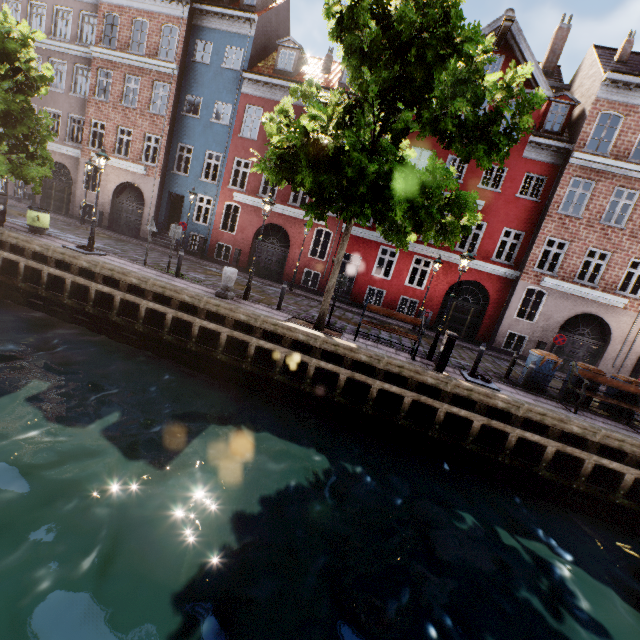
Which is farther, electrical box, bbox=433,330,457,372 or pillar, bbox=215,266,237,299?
pillar, bbox=215,266,237,299

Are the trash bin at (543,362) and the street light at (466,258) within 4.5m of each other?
yes

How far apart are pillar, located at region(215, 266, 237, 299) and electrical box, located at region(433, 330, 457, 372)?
7.2m

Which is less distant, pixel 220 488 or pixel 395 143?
pixel 220 488

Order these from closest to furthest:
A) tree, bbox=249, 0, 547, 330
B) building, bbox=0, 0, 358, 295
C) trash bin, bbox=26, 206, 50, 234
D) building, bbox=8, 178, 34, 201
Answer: tree, bbox=249, 0, 547, 330 < trash bin, bbox=26, 206, 50, 234 < building, bbox=0, 0, 358, 295 < building, bbox=8, 178, 34, 201

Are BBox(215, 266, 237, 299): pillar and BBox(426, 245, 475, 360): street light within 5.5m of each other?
no

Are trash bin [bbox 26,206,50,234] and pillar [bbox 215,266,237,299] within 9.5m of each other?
yes

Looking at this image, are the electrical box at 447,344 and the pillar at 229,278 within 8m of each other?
yes
